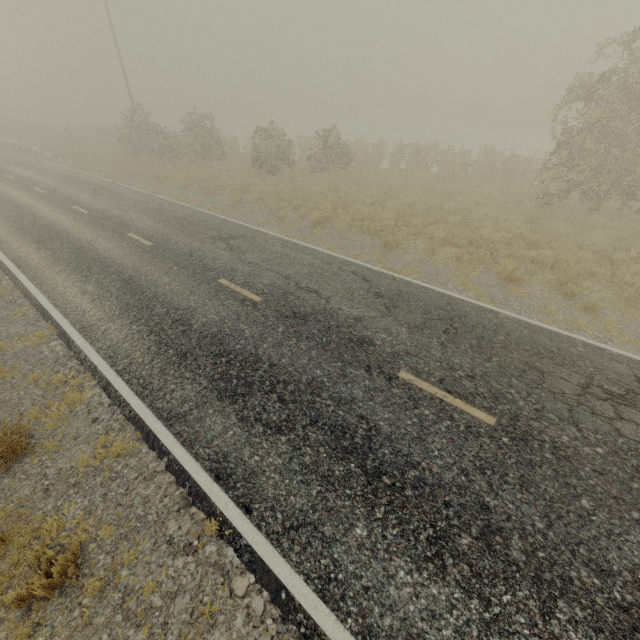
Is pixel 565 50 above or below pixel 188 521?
above
